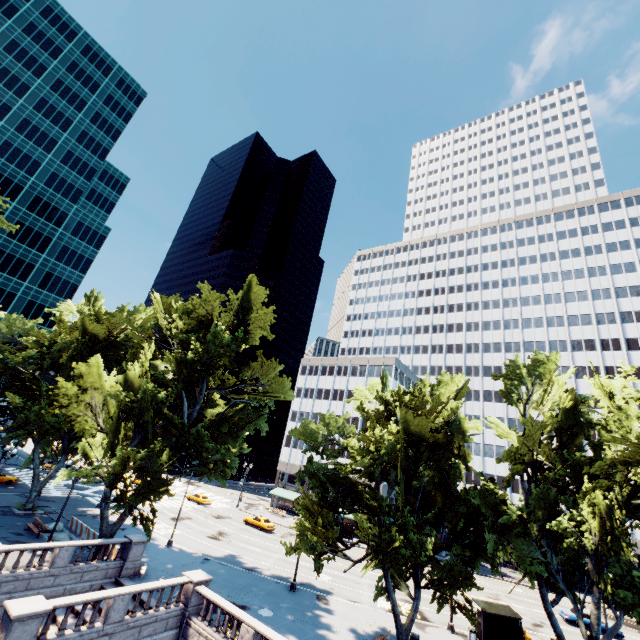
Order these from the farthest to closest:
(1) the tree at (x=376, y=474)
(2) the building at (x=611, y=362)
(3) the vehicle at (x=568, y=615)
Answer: (2) the building at (x=611, y=362)
(3) the vehicle at (x=568, y=615)
(1) the tree at (x=376, y=474)

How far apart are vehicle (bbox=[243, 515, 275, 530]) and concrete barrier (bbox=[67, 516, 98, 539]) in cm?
2306

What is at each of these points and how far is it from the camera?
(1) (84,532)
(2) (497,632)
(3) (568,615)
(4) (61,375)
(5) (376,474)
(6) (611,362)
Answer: (1) concrete barrier, 30.2m
(2) bus stop, 25.4m
(3) vehicle, 34.5m
(4) tree, 36.2m
(5) tree, 21.2m
(6) building, 59.5m

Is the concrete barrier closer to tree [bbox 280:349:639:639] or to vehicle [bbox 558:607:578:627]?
tree [bbox 280:349:639:639]

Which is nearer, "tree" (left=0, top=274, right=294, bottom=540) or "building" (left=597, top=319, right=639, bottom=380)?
"tree" (left=0, top=274, right=294, bottom=540)

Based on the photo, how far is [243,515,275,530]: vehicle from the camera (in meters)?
46.34

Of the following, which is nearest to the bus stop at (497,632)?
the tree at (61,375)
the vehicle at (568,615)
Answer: the tree at (61,375)

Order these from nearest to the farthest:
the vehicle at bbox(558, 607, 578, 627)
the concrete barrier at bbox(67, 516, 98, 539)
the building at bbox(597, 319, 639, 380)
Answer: the concrete barrier at bbox(67, 516, 98, 539) < the vehicle at bbox(558, 607, 578, 627) < the building at bbox(597, 319, 639, 380)
